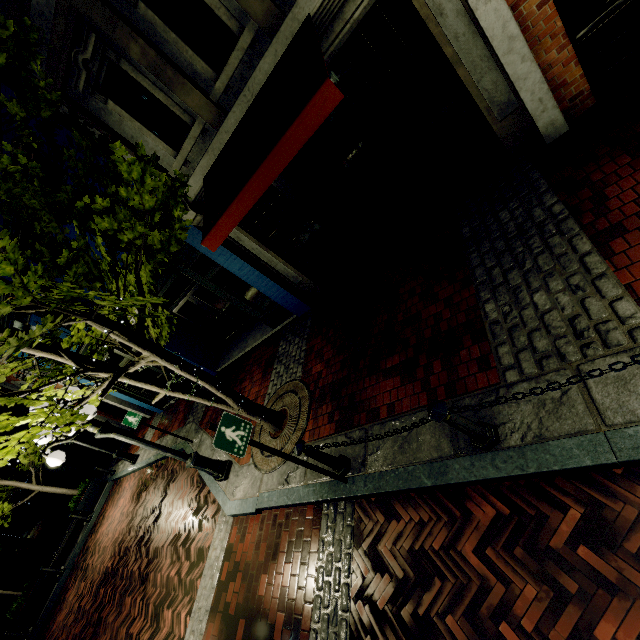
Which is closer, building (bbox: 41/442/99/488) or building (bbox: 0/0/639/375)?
building (bbox: 0/0/639/375)

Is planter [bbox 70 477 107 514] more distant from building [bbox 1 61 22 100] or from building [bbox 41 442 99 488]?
building [bbox 41 442 99 488]

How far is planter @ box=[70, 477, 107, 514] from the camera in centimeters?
1389cm

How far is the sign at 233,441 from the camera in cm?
335

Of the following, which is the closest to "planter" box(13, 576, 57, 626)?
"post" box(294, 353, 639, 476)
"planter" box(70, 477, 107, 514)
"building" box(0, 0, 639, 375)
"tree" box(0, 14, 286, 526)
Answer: "planter" box(70, 477, 107, 514)

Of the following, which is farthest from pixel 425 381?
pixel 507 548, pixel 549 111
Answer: pixel 549 111

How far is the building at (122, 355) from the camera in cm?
1103

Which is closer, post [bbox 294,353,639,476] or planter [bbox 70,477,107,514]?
post [bbox 294,353,639,476]
